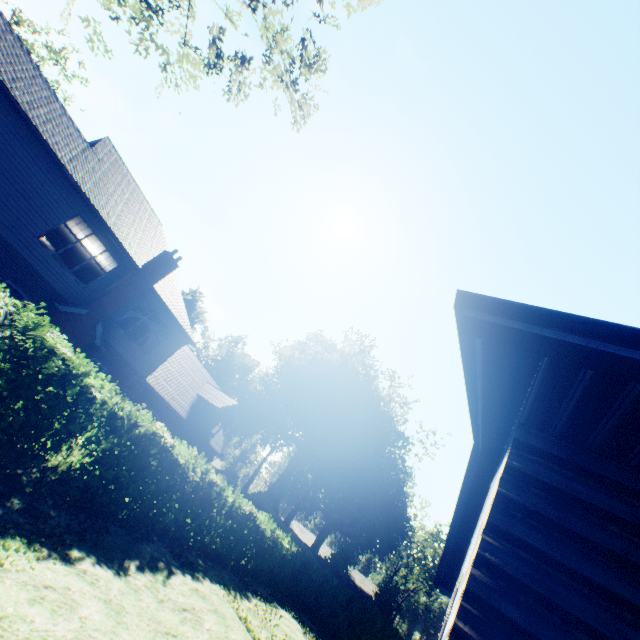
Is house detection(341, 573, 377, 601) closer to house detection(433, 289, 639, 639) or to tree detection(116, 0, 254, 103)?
house detection(433, 289, 639, 639)

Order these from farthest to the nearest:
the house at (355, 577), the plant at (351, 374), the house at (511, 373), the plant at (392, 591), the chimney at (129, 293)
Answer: the house at (355, 577), the plant at (392, 591), the plant at (351, 374), the chimney at (129, 293), the house at (511, 373)

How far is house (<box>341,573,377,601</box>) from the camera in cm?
5591

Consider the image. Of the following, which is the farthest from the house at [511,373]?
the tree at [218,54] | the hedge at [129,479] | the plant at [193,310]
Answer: the plant at [193,310]

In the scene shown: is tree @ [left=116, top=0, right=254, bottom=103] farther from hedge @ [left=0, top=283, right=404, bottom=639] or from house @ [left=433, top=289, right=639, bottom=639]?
house @ [left=433, top=289, right=639, bottom=639]

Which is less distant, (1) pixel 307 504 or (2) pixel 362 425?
(2) pixel 362 425

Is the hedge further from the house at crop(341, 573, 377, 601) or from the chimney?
the house at crop(341, 573, 377, 601)

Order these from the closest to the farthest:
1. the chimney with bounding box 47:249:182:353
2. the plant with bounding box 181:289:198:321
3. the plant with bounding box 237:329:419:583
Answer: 1. the chimney with bounding box 47:249:182:353
2. the plant with bounding box 237:329:419:583
3. the plant with bounding box 181:289:198:321
